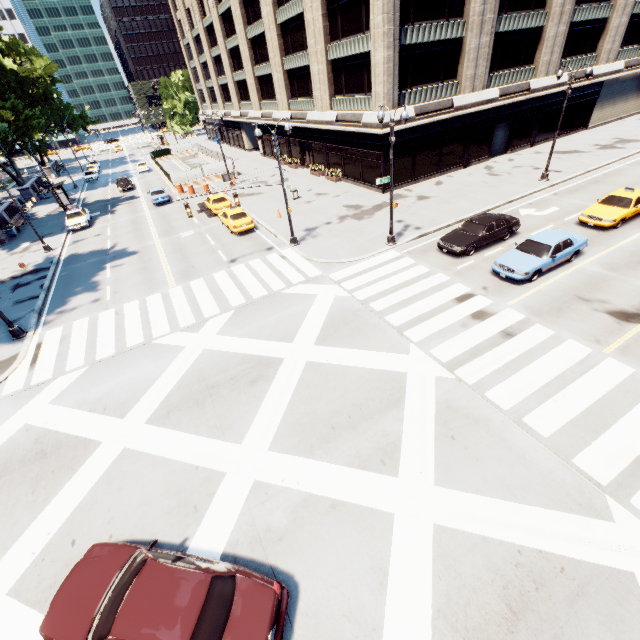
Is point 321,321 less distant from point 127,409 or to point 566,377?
point 127,409

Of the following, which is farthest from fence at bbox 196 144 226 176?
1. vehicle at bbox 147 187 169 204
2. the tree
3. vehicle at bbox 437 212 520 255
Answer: vehicle at bbox 437 212 520 255

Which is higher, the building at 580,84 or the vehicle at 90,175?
the building at 580,84

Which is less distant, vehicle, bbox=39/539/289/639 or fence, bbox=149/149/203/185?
vehicle, bbox=39/539/289/639

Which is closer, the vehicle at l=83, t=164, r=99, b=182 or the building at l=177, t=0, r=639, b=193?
the building at l=177, t=0, r=639, b=193

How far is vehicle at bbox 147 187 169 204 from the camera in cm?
3503

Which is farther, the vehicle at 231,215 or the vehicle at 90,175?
the vehicle at 90,175

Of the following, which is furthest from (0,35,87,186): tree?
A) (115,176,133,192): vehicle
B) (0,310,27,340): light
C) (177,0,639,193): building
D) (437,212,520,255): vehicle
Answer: (437,212,520,255): vehicle
